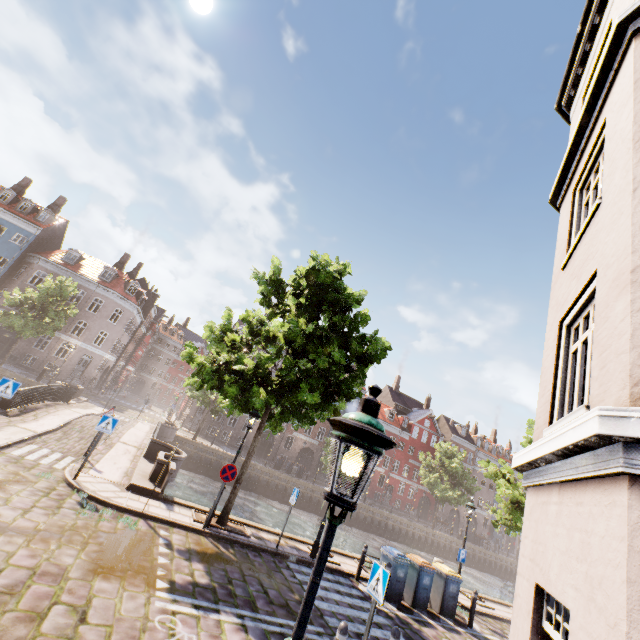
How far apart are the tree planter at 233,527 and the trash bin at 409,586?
5.8 meters

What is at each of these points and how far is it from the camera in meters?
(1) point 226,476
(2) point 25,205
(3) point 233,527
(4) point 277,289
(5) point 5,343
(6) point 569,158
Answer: (1) sign, 10.3
(2) building, 36.4
(3) tree planter, 11.0
(4) tree, 12.5
(5) building, 32.5
(6) building, 6.5

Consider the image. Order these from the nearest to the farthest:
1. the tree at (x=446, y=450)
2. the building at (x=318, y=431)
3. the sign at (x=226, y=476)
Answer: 1. the sign at (x=226, y=476)
2. the tree at (x=446, y=450)
3. the building at (x=318, y=431)

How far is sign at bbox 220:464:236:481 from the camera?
10.3m

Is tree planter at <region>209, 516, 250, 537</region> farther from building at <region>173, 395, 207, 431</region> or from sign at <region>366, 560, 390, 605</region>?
building at <region>173, 395, 207, 431</region>

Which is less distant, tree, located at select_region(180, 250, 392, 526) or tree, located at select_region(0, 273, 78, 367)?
tree, located at select_region(180, 250, 392, 526)

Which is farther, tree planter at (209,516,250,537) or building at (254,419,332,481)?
building at (254,419,332,481)

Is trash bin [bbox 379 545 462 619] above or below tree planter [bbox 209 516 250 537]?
above
